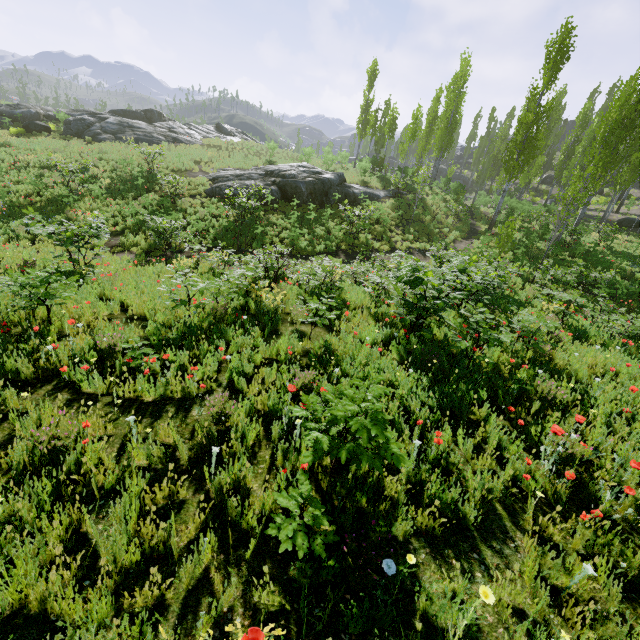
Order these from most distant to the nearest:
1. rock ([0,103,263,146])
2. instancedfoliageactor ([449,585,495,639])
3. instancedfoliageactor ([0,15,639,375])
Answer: rock ([0,103,263,146]) → instancedfoliageactor ([0,15,639,375]) → instancedfoliageactor ([449,585,495,639])

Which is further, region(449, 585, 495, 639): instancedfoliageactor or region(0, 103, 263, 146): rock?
region(0, 103, 263, 146): rock

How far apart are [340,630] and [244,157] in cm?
3232

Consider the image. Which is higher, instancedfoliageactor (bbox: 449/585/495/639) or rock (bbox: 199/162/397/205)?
rock (bbox: 199/162/397/205)

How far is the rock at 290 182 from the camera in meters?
20.3 m

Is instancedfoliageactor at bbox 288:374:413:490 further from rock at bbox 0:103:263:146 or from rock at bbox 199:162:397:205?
rock at bbox 0:103:263:146

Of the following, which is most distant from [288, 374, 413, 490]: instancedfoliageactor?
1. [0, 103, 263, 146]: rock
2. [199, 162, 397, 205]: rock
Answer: [0, 103, 263, 146]: rock

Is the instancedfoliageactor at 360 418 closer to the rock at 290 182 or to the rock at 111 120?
the rock at 290 182
